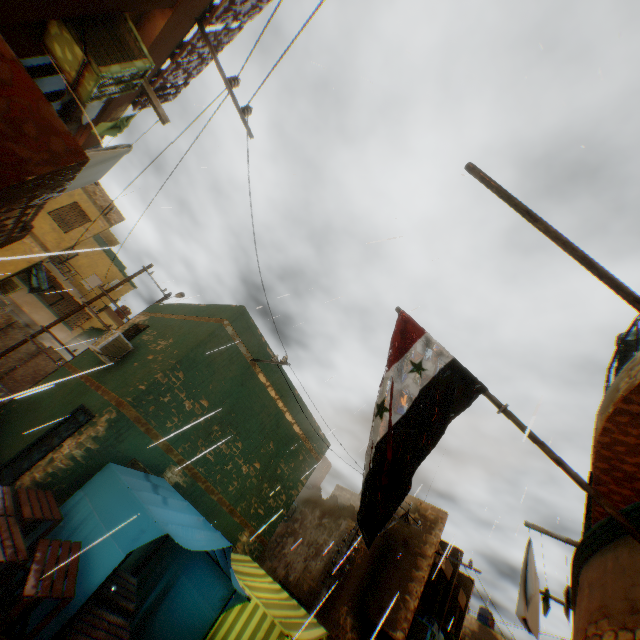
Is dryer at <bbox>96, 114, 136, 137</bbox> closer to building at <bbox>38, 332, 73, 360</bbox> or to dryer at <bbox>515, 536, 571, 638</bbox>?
building at <bbox>38, 332, 73, 360</bbox>

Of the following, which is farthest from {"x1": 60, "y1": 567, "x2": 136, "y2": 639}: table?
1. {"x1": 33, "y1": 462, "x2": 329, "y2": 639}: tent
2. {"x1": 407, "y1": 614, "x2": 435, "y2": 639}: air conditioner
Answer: {"x1": 407, "y1": 614, "x2": 435, "y2": 639}: air conditioner

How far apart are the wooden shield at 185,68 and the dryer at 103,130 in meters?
0.5 m

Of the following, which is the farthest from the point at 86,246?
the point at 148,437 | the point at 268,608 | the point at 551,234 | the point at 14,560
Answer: the point at 551,234

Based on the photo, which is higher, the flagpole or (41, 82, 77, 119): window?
(41, 82, 77, 119): window

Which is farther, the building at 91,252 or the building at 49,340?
the building at 49,340

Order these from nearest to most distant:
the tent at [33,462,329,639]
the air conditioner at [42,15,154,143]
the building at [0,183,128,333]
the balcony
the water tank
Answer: the balcony → the air conditioner at [42,15,154,143] → the tent at [33,462,329,639] → the building at [0,183,128,333] → the water tank

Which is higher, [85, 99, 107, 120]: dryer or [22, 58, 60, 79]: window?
[85, 99, 107, 120]: dryer
